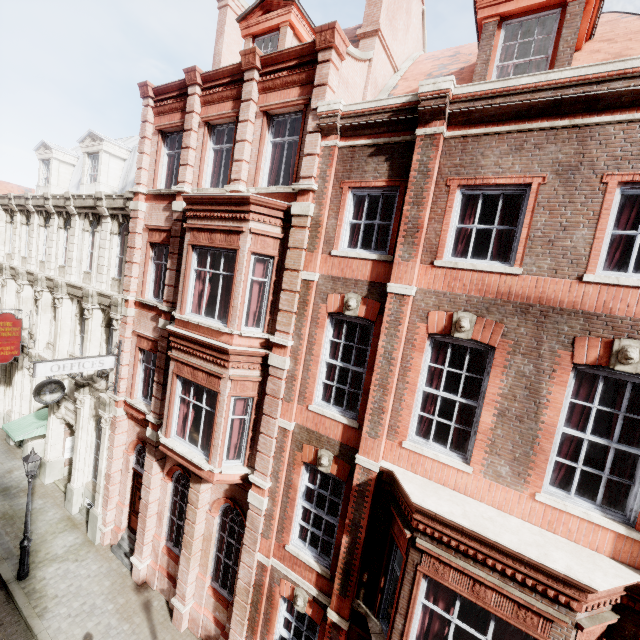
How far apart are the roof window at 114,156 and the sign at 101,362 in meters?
7.7 m

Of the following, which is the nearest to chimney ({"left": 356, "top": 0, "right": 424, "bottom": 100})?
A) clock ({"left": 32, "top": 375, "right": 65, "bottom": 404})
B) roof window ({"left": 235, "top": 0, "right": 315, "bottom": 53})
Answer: roof window ({"left": 235, "top": 0, "right": 315, "bottom": 53})

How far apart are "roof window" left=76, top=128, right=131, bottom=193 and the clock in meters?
7.6

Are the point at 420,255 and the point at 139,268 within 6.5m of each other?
no

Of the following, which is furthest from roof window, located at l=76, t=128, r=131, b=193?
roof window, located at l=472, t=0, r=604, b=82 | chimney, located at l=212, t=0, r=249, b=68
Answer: roof window, located at l=472, t=0, r=604, b=82

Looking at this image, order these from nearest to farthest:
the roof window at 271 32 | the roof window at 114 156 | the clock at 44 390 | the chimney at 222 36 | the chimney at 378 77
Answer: the chimney at 378 77
the roof window at 271 32
the clock at 44 390
the chimney at 222 36
the roof window at 114 156

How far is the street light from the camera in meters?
11.0 m

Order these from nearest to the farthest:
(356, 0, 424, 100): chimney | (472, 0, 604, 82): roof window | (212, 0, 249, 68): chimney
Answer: (472, 0, 604, 82): roof window < (356, 0, 424, 100): chimney < (212, 0, 249, 68): chimney
